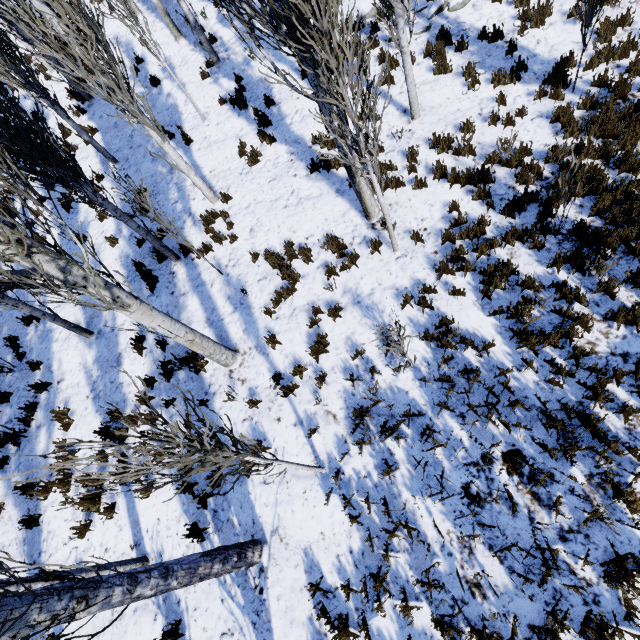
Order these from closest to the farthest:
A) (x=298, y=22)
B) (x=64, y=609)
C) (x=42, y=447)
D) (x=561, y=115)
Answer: (x=64, y=609)
(x=298, y=22)
(x=561, y=115)
(x=42, y=447)

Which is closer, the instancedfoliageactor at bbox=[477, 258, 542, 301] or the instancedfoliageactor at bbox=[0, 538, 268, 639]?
the instancedfoliageactor at bbox=[0, 538, 268, 639]

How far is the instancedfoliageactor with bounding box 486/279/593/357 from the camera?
4.61m

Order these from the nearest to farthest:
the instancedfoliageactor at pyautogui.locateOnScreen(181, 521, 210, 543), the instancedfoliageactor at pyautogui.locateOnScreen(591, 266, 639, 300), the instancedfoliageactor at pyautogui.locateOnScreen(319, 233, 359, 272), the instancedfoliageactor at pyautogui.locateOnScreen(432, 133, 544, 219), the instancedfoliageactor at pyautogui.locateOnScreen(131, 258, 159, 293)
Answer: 1. the instancedfoliageactor at pyautogui.locateOnScreen(591, 266, 639, 300)
2. the instancedfoliageactor at pyautogui.locateOnScreen(181, 521, 210, 543)
3. the instancedfoliageactor at pyautogui.locateOnScreen(432, 133, 544, 219)
4. the instancedfoliageactor at pyautogui.locateOnScreen(319, 233, 359, 272)
5. the instancedfoliageactor at pyautogui.locateOnScreen(131, 258, 159, 293)

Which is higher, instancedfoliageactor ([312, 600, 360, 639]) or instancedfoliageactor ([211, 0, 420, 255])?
instancedfoliageactor ([211, 0, 420, 255])

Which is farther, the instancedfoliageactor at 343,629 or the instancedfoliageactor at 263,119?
the instancedfoliageactor at 263,119

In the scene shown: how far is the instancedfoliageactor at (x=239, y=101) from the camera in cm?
956
